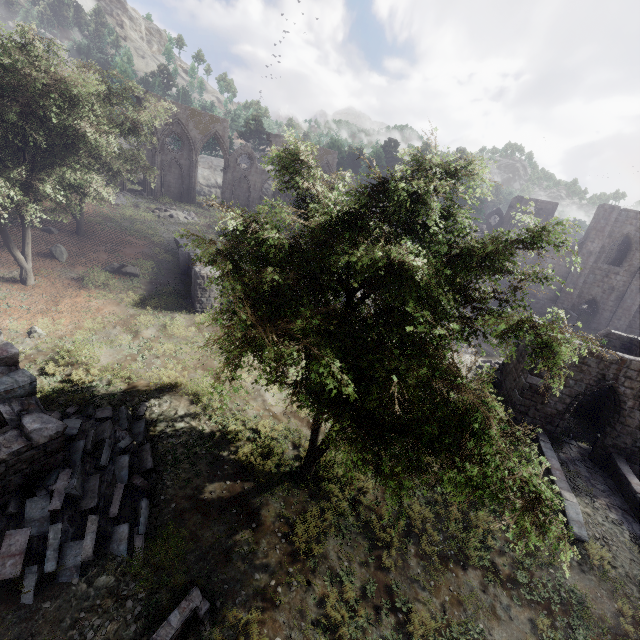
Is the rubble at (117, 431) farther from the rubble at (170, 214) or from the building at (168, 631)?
the rubble at (170, 214)

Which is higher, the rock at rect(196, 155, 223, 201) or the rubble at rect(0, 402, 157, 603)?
the rock at rect(196, 155, 223, 201)

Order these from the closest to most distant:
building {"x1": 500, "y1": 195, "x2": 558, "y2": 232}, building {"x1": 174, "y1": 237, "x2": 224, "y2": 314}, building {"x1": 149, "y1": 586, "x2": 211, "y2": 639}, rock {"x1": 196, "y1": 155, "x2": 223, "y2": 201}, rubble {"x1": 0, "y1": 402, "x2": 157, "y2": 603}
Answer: building {"x1": 149, "y1": 586, "x2": 211, "y2": 639}
rubble {"x1": 0, "y1": 402, "x2": 157, "y2": 603}
building {"x1": 174, "y1": 237, "x2": 224, "y2": 314}
building {"x1": 500, "y1": 195, "x2": 558, "y2": 232}
rock {"x1": 196, "y1": 155, "x2": 223, "y2": 201}

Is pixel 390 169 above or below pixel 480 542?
above

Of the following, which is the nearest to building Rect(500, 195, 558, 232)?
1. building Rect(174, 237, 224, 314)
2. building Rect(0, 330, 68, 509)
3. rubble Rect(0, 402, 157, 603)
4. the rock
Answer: the rock

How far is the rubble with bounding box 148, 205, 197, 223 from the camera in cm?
2936

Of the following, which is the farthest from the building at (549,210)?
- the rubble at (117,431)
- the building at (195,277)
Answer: the rubble at (117,431)

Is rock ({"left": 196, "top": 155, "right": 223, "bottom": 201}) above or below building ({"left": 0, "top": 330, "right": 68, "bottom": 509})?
above
